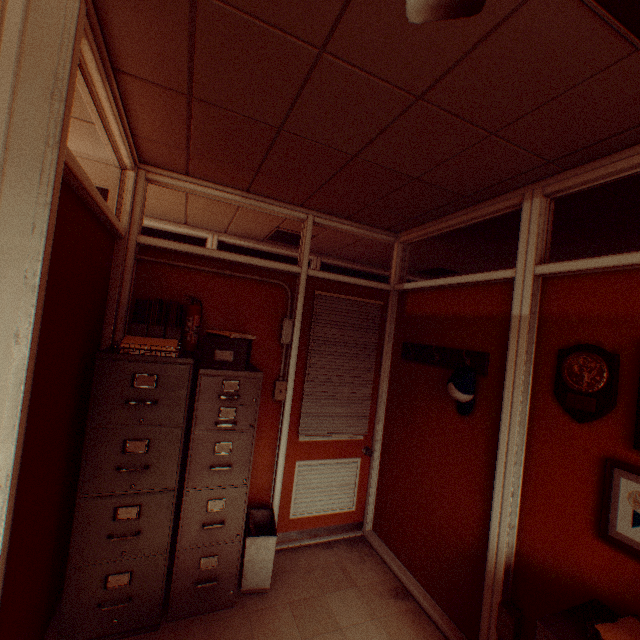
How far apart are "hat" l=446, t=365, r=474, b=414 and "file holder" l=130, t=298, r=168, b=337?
2.3 meters

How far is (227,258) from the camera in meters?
3.1

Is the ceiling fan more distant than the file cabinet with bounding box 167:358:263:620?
No

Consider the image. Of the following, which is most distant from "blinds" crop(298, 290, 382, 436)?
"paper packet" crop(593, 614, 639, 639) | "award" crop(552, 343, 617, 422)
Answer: "paper packet" crop(593, 614, 639, 639)

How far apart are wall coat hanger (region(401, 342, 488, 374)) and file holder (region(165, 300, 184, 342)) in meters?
2.2 m

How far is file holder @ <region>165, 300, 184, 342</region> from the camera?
2.62m

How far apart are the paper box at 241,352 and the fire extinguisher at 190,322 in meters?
0.3 m

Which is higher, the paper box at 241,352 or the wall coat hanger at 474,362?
the wall coat hanger at 474,362
